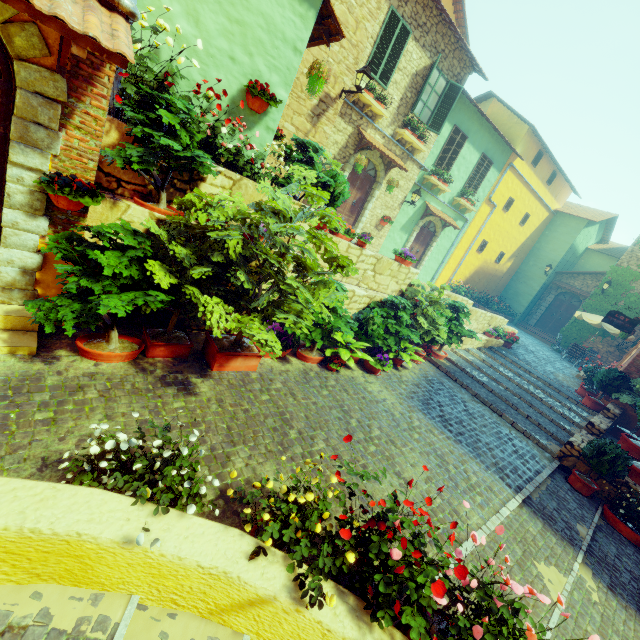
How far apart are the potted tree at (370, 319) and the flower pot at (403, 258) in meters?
1.8 m

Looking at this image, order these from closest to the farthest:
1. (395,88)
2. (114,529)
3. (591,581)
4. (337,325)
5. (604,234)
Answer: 1. (114,529)
2. (591,581)
3. (337,325)
4. (395,88)
5. (604,234)

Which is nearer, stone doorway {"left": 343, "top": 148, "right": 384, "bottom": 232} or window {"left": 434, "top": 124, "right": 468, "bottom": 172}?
stone doorway {"left": 343, "top": 148, "right": 384, "bottom": 232}

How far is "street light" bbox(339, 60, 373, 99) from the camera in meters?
7.9

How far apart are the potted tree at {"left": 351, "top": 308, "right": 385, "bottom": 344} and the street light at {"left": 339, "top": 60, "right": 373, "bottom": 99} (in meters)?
5.58

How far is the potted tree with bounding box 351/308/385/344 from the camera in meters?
7.3 m

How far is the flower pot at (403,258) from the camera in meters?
8.4

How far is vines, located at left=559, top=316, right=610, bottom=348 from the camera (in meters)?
17.68
